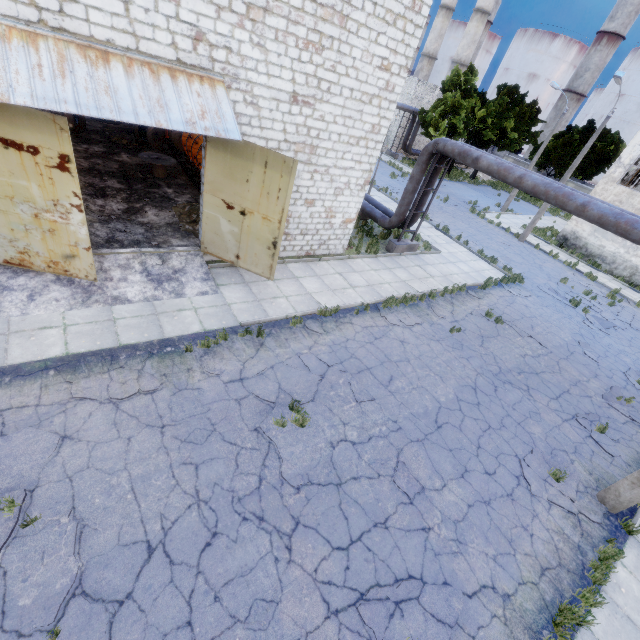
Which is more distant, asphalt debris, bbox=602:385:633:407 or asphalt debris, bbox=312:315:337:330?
asphalt debris, bbox=602:385:633:407

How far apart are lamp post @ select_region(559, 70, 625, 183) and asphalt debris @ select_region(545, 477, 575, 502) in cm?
2100

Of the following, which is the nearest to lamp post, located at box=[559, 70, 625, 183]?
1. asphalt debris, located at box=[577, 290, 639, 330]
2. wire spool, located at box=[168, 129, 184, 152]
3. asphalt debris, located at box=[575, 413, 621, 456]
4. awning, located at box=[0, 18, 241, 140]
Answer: asphalt debris, located at box=[577, 290, 639, 330]

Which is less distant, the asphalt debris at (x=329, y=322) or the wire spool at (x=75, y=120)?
the asphalt debris at (x=329, y=322)

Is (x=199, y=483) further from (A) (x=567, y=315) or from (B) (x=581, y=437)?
(A) (x=567, y=315)

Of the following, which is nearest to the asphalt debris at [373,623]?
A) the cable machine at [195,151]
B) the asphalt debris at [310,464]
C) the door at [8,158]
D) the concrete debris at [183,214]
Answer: the asphalt debris at [310,464]

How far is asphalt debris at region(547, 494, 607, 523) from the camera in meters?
7.4

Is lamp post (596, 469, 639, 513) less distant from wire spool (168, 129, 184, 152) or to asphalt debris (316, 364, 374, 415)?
asphalt debris (316, 364, 374, 415)
